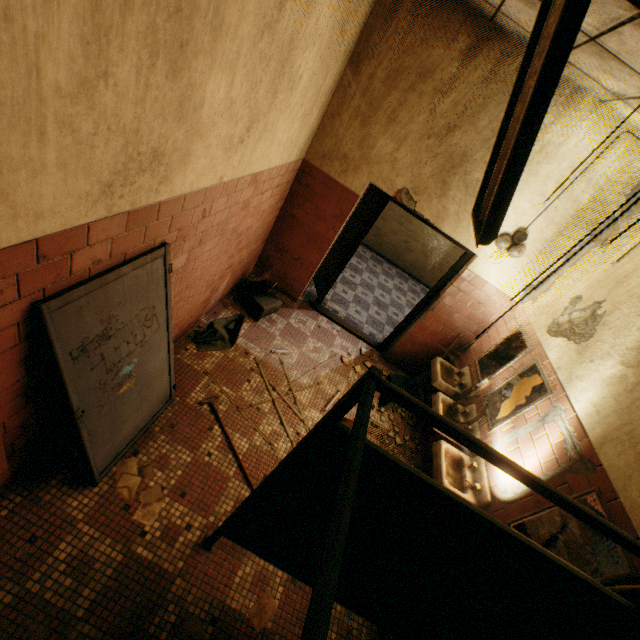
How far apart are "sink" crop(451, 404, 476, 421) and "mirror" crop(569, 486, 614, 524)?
0.99m

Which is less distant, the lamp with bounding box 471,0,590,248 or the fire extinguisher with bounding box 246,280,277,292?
the lamp with bounding box 471,0,590,248

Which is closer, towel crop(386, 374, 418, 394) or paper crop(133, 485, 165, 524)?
paper crop(133, 485, 165, 524)

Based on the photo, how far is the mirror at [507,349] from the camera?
3.83m

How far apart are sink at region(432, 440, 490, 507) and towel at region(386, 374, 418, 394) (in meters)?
1.18

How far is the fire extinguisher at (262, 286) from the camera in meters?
4.6 m

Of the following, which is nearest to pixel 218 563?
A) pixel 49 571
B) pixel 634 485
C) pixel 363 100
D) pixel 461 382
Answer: pixel 49 571

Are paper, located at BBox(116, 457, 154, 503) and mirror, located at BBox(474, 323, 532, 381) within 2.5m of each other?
no
